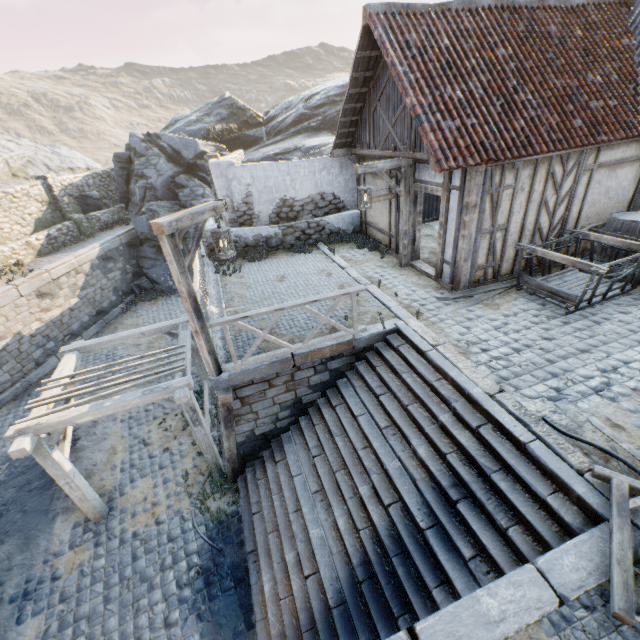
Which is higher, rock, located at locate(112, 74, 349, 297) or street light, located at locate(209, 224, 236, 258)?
street light, located at locate(209, 224, 236, 258)

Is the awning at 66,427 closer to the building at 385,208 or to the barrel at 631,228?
the building at 385,208

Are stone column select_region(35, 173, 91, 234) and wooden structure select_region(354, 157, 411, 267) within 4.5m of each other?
no

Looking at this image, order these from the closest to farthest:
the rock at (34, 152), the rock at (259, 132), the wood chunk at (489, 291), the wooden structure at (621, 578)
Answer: the wooden structure at (621, 578), the wood chunk at (489, 291), the rock at (259, 132), the rock at (34, 152)

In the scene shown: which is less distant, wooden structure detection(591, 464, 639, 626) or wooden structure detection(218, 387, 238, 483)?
wooden structure detection(591, 464, 639, 626)

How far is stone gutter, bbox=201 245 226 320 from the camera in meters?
8.3

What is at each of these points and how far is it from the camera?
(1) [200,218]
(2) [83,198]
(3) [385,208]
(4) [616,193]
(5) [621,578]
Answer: (1) wooden structure, 5.2 meters
(2) rock, 18.6 meters
(3) building, 10.3 meters
(4) building, 8.1 meters
(5) wooden structure, 2.9 meters

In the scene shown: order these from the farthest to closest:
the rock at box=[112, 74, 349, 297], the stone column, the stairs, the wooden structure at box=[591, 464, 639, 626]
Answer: the rock at box=[112, 74, 349, 297] → the stone column → the stairs → the wooden structure at box=[591, 464, 639, 626]
